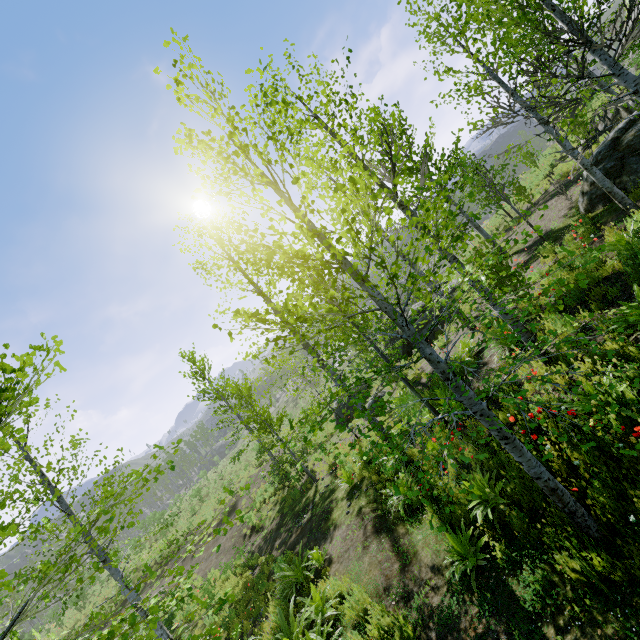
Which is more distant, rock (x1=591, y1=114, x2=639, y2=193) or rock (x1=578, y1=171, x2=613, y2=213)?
rock (x1=578, y1=171, x2=613, y2=213)

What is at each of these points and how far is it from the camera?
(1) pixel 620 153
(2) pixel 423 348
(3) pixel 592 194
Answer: (1) rock, 8.71m
(2) instancedfoliageactor, 4.02m
(3) rock, 9.60m

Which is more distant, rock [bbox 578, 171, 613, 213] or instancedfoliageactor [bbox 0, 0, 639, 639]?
rock [bbox 578, 171, 613, 213]

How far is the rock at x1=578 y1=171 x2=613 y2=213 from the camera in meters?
9.3

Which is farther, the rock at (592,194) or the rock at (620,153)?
the rock at (592,194)

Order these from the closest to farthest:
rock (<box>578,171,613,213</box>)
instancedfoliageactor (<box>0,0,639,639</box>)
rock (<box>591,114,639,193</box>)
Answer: instancedfoliageactor (<box>0,0,639,639</box>)
rock (<box>591,114,639,193</box>)
rock (<box>578,171,613,213</box>)

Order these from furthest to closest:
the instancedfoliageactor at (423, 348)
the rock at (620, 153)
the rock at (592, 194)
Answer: the rock at (592, 194) → the rock at (620, 153) → the instancedfoliageactor at (423, 348)
